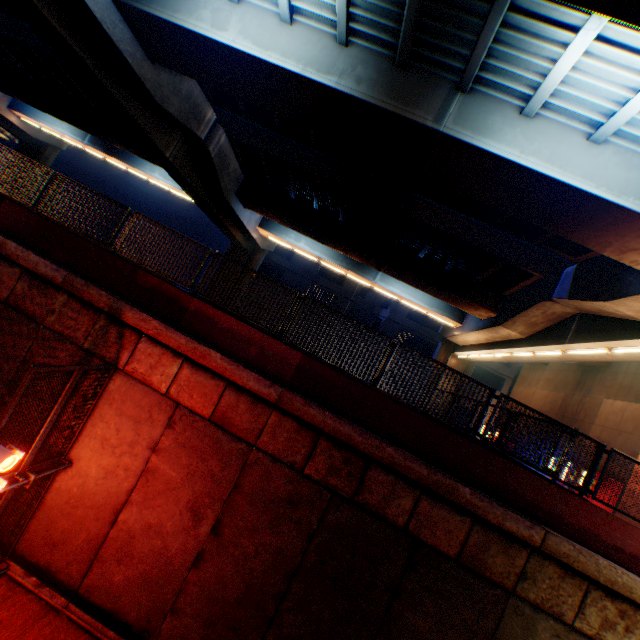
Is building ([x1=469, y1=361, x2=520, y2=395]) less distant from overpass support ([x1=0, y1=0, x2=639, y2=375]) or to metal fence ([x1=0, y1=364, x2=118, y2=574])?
overpass support ([x1=0, y1=0, x2=639, y2=375])

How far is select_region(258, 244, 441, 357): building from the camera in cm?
3978

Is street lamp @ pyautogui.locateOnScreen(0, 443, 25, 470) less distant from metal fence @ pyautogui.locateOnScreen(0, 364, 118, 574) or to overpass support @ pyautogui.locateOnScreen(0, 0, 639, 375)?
metal fence @ pyautogui.locateOnScreen(0, 364, 118, 574)

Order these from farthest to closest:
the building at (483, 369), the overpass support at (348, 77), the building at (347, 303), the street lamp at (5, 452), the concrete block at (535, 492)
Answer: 1. the building at (347, 303)
2. the building at (483, 369)
3. the overpass support at (348, 77)
4. the concrete block at (535, 492)
5. the street lamp at (5, 452)

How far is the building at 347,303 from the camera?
39.78m

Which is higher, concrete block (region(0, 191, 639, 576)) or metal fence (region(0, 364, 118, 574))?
concrete block (region(0, 191, 639, 576))

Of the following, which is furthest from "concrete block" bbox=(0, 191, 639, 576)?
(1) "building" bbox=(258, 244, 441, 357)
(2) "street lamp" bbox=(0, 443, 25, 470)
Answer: (1) "building" bbox=(258, 244, 441, 357)

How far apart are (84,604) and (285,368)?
6.7m
